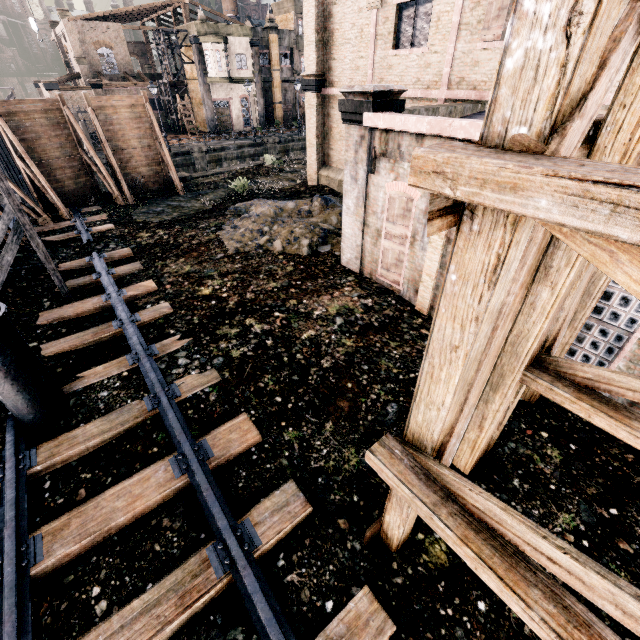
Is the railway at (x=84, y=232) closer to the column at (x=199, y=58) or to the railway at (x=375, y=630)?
the railway at (x=375, y=630)

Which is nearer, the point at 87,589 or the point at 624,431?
the point at 624,431

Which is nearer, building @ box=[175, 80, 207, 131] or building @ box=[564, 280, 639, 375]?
building @ box=[564, 280, 639, 375]

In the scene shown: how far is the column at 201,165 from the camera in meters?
32.3

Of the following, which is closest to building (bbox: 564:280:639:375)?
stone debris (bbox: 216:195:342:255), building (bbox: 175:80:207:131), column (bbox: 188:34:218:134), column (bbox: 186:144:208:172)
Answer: stone debris (bbox: 216:195:342:255)

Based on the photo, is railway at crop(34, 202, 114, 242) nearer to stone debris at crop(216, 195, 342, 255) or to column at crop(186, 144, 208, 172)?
stone debris at crop(216, 195, 342, 255)

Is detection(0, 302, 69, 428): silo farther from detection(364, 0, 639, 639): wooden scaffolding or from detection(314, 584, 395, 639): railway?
detection(364, 0, 639, 639): wooden scaffolding

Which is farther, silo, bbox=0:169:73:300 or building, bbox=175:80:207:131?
building, bbox=175:80:207:131
